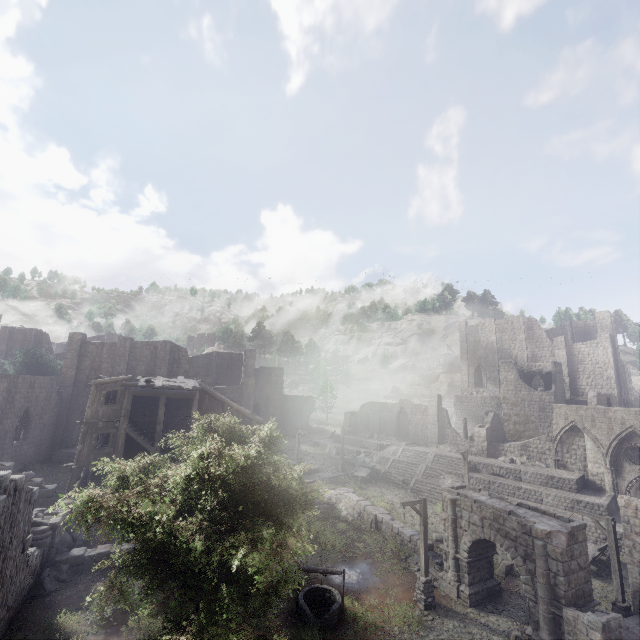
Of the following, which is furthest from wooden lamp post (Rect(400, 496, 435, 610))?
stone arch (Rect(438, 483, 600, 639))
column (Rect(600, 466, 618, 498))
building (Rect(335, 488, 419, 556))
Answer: column (Rect(600, 466, 618, 498))

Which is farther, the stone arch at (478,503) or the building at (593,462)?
the building at (593,462)

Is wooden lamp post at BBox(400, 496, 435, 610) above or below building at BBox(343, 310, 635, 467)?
below

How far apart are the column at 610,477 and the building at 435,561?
19.1 meters

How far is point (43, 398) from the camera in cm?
3100

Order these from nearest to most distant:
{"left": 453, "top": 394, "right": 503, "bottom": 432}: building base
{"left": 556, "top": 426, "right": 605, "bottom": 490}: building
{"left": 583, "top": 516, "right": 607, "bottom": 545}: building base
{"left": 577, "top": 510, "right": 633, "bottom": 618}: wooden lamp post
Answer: {"left": 577, "top": 510, "right": 633, "bottom": 618}: wooden lamp post < {"left": 583, "top": 516, "right": 607, "bottom": 545}: building base < {"left": 556, "top": 426, "right": 605, "bottom": 490}: building < {"left": 453, "top": 394, "right": 503, "bottom": 432}: building base

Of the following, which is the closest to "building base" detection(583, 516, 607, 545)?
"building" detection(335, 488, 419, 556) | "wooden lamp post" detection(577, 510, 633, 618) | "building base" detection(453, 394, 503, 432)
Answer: "wooden lamp post" detection(577, 510, 633, 618)

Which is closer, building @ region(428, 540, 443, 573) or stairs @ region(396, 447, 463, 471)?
building @ region(428, 540, 443, 573)
